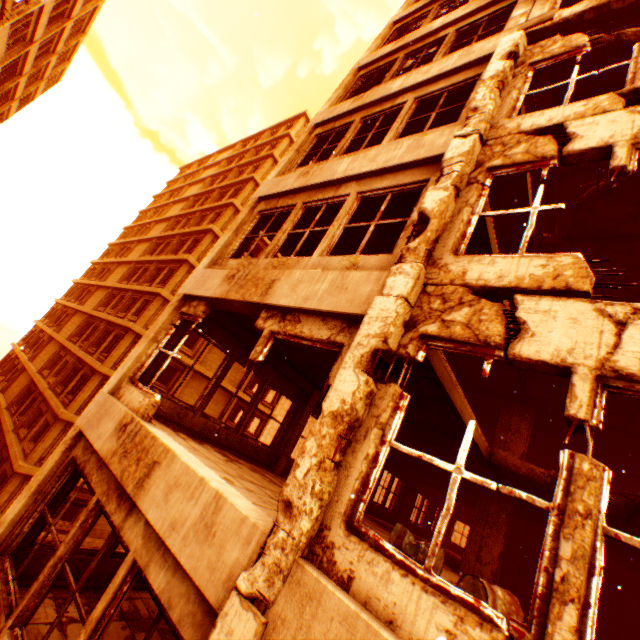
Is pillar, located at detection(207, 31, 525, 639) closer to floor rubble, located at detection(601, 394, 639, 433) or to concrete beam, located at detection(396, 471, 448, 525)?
floor rubble, located at detection(601, 394, 639, 433)

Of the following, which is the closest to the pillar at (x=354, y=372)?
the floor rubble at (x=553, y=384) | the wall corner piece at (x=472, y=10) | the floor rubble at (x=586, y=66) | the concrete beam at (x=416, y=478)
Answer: the wall corner piece at (x=472, y=10)

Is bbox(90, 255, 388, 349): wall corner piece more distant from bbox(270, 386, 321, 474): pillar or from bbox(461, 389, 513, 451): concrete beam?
bbox(461, 389, 513, 451): concrete beam

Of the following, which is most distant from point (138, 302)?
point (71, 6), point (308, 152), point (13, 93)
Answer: point (308, 152)

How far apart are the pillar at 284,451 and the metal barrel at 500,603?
5.2 meters

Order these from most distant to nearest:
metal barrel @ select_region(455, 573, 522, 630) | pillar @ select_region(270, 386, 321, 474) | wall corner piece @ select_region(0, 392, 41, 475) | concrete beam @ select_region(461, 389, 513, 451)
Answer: wall corner piece @ select_region(0, 392, 41, 475) → concrete beam @ select_region(461, 389, 513, 451) → pillar @ select_region(270, 386, 321, 474) → metal barrel @ select_region(455, 573, 522, 630)

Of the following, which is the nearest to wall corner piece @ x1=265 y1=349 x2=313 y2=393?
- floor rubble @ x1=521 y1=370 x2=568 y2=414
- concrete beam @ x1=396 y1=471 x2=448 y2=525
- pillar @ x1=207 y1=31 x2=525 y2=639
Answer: pillar @ x1=207 y1=31 x2=525 y2=639

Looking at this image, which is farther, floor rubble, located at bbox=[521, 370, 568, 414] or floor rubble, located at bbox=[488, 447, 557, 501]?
floor rubble, located at bbox=[521, 370, 568, 414]
